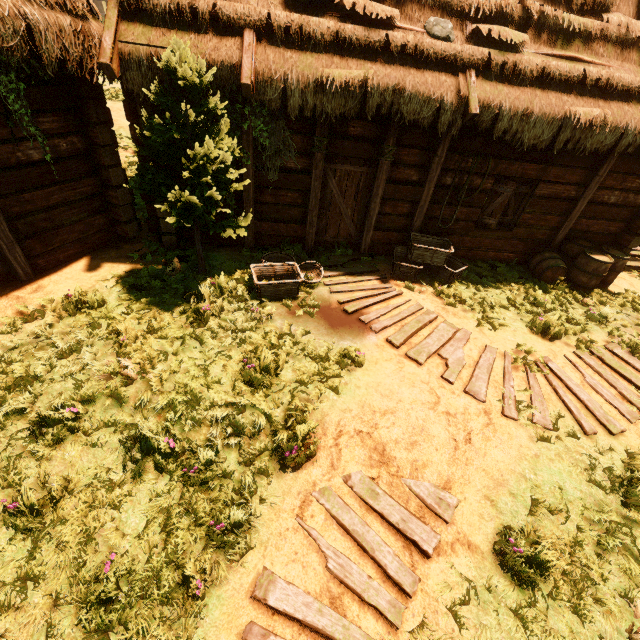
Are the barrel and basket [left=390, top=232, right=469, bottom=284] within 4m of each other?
yes

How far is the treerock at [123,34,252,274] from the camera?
4.6m

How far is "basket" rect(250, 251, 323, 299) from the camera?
6.2m

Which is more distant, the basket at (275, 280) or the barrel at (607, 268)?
the barrel at (607, 268)

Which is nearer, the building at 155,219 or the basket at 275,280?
the basket at 275,280

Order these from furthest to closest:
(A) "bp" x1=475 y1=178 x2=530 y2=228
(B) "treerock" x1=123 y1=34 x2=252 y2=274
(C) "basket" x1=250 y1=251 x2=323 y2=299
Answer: (A) "bp" x1=475 y1=178 x2=530 y2=228
(C) "basket" x1=250 y1=251 x2=323 y2=299
(B) "treerock" x1=123 y1=34 x2=252 y2=274

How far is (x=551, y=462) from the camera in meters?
4.4 m

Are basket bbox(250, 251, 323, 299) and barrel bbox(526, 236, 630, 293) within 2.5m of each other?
no
